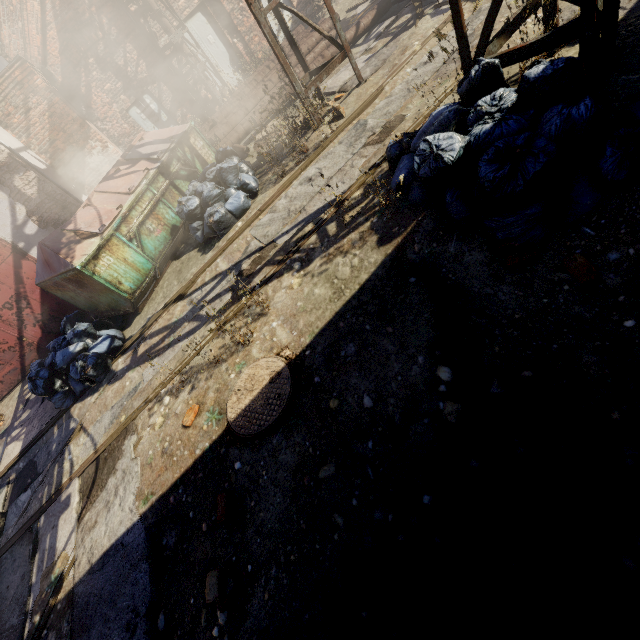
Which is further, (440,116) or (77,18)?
(77,18)

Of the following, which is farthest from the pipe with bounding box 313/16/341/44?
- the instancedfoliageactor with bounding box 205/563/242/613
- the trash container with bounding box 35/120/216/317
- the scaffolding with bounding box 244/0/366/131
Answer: the instancedfoliageactor with bounding box 205/563/242/613

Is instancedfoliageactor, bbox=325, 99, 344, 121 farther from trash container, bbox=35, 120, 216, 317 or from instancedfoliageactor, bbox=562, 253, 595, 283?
instancedfoliageactor, bbox=562, 253, 595, 283

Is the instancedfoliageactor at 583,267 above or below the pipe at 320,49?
below

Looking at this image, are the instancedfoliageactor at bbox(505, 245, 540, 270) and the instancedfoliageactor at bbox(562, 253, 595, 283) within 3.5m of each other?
yes

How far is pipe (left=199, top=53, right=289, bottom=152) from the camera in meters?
9.1

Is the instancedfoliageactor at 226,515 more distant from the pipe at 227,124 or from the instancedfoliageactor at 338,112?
the pipe at 227,124

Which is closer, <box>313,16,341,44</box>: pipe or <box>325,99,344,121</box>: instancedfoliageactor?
<box>325,99,344,121</box>: instancedfoliageactor
